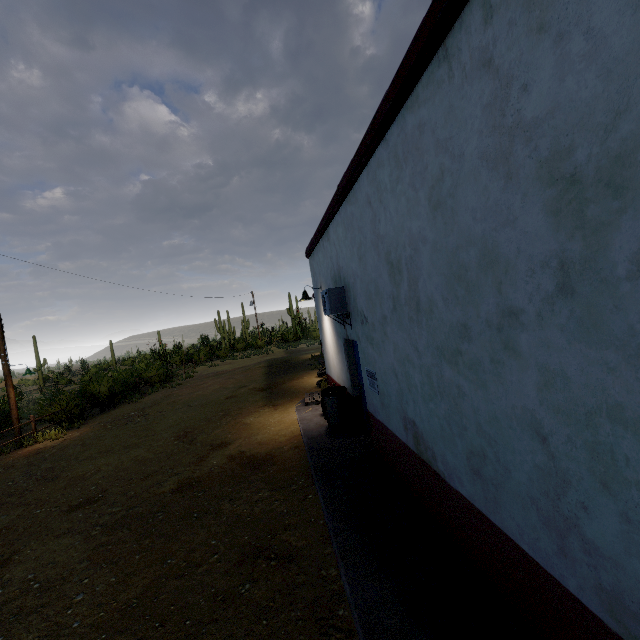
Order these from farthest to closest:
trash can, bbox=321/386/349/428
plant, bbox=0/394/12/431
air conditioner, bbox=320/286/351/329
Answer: plant, bbox=0/394/12/431, trash can, bbox=321/386/349/428, air conditioner, bbox=320/286/351/329

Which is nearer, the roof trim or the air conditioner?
the roof trim

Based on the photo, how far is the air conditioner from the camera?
6.6m

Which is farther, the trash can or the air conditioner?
the trash can

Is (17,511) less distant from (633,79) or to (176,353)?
(633,79)

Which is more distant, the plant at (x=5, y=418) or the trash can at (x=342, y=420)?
the plant at (x=5, y=418)

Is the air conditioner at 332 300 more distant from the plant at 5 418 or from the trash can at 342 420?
the plant at 5 418

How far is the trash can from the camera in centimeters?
780cm
